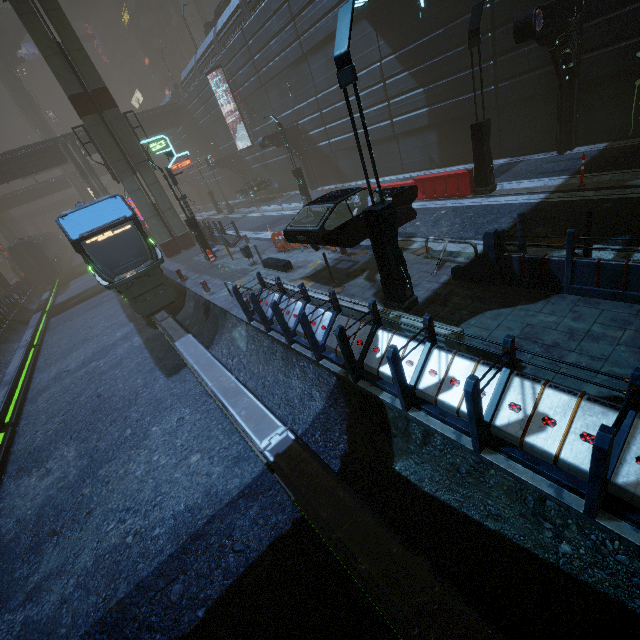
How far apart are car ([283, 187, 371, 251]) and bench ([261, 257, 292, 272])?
1.9 meters

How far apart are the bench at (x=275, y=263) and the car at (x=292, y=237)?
1.9m

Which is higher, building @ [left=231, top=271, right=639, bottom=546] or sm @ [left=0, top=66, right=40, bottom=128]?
sm @ [left=0, top=66, right=40, bottom=128]

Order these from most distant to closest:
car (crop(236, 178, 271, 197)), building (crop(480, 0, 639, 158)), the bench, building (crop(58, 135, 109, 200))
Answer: building (crop(58, 135, 109, 200)) < car (crop(236, 178, 271, 197)) < the bench < building (crop(480, 0, 639, 158))

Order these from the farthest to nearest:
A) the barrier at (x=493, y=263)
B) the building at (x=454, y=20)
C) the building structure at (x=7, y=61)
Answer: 1. the building structure at (x=7, y=61)
2. the building at (x=454, y=20)
3. the barrier at (x=493, y=263)

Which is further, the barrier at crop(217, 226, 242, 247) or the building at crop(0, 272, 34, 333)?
the building at crop(0, 272, 34, 333)

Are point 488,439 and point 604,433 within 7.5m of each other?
yes

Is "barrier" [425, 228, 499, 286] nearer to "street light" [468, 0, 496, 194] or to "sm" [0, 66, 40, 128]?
"street light" [468, 0, 496, 194]
